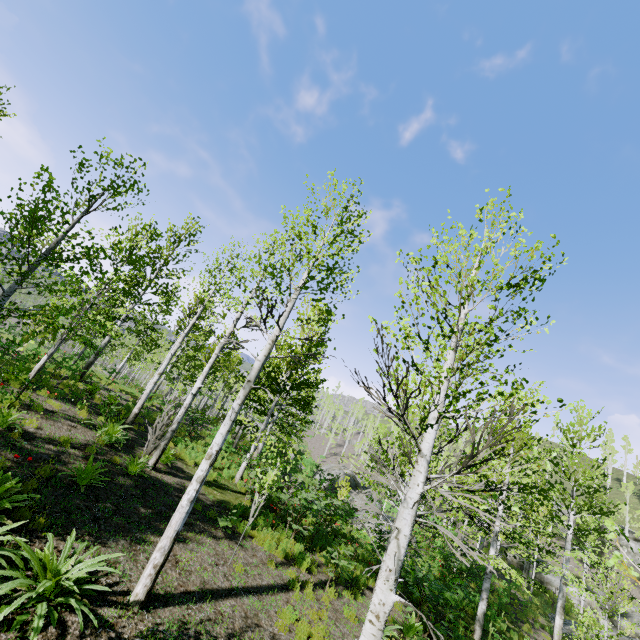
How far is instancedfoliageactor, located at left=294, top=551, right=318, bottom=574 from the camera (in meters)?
9.28

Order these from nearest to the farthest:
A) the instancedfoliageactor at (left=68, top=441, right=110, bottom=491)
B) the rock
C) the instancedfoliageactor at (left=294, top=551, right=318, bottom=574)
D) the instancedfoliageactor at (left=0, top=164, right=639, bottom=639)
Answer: the instancedfoliageactor at (left=0, top=164, right=639, bottom=639)
the instancedfoliageactor at (left=68, top=441, right=110, bottom=491)
the instancedfoliageactor at (left=294, top=551, right=318, bottom=574)
the rock

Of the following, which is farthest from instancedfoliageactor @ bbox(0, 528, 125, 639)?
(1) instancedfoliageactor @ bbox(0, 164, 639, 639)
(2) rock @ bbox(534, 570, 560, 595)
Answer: (1) instancedfoliageactor @ bbox(0, 164, 639, 639)

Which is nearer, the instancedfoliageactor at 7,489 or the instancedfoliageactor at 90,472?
the instancedfoliageactor at 7,489

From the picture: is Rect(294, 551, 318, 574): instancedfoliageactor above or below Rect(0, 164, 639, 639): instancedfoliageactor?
below

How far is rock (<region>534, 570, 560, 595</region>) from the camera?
29.8 meters

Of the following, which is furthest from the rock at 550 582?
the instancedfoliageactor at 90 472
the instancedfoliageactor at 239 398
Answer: the instancedfoliageactor at 239 398

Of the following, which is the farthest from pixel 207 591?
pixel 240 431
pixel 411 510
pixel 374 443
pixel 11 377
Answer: pixel 374 443
